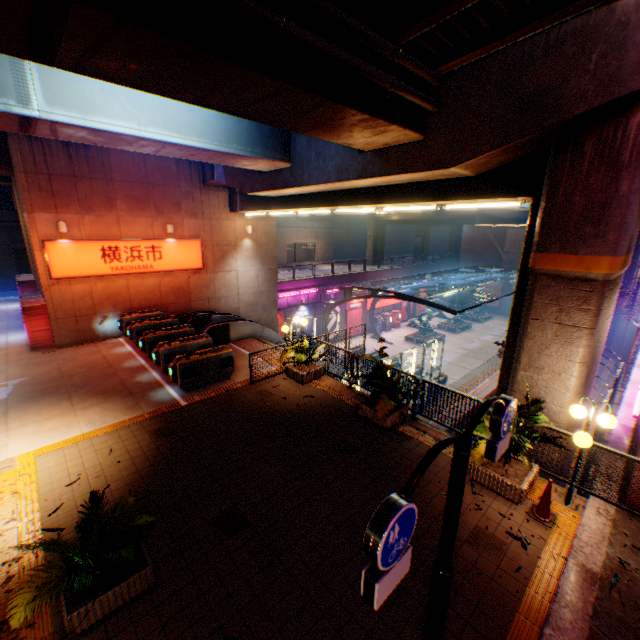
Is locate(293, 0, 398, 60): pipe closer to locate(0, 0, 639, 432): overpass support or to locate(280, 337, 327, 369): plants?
locate(0, 0, 639, 432): overpass support

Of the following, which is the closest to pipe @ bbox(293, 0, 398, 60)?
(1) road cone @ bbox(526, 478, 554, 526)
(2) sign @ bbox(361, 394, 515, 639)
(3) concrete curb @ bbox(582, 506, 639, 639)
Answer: (2) sign @ bbox(361, 394, 515, 639)

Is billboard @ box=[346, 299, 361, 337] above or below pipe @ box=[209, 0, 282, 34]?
below

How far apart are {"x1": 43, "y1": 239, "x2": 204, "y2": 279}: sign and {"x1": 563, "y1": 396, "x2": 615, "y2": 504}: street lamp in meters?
17.0 m

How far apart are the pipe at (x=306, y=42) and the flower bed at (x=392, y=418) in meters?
7.6 m

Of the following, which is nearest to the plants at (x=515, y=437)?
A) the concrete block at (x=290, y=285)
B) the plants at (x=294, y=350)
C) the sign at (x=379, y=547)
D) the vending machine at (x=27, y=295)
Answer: the plants at (x=294, y=350)

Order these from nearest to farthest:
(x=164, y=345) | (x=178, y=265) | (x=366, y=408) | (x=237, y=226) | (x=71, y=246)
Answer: (x=366, y=408), (x=164, y=345), (x=71, y=246), (x=178, y=265), (x=237, y=226)

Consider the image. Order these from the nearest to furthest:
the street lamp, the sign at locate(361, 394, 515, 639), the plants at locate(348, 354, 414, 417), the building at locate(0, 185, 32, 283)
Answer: the sign at locate(361, 394, 515, 639), the street lamp, the plants at locate(348, 354, 414, 417), the building at locate(0, 185, 32, 283)
